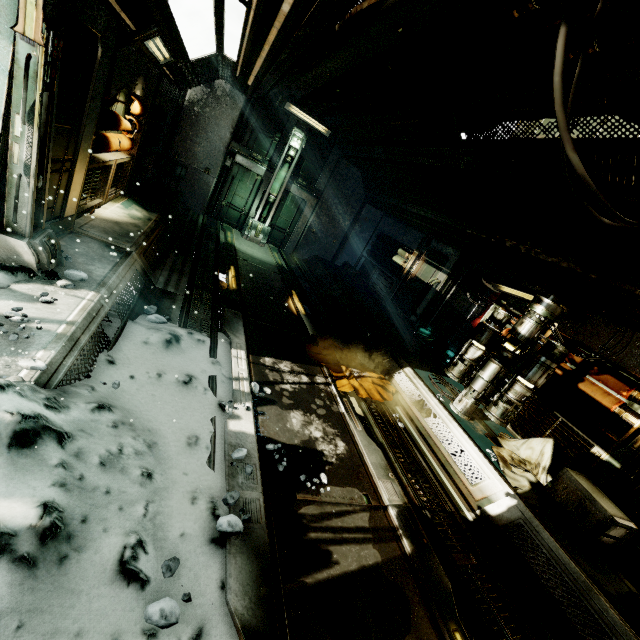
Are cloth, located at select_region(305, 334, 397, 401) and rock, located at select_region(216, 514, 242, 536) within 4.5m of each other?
yes

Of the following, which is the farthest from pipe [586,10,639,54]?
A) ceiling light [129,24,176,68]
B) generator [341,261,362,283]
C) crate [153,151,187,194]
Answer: generator [341,261,362,283]

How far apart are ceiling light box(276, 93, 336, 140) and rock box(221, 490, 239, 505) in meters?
11.0 m

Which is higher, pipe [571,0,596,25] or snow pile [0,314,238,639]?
pipe [571,0,596,25]

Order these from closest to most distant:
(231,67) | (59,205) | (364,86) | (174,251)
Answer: (59,205) → (364,86) → (174,251) → (231,67)

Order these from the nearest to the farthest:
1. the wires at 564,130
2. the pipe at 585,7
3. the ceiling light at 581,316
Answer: the wires at 564,130, the pipe at 585,7, the ceiling light at 581,316

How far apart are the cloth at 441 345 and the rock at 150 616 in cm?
800

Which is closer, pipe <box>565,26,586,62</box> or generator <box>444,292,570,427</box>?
pipe <box>565,26,586,62</box>
